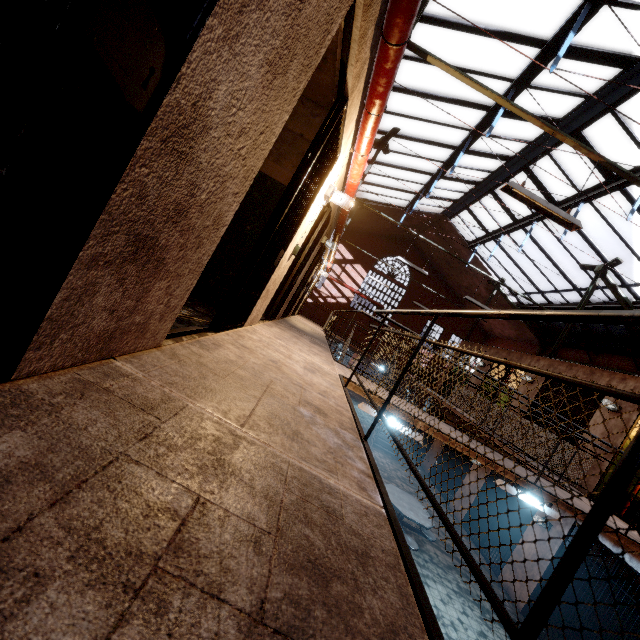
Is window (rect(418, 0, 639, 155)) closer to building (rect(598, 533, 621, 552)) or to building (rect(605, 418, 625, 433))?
building (rect(605, 418, 625, 433))

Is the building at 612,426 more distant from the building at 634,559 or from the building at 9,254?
the building at 9,254

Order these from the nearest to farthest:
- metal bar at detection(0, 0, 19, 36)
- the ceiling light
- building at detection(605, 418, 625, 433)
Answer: metal bar at detection(0, 0, 19, 36) < the ceiling light < building at detection(605, 418, 625, 433)

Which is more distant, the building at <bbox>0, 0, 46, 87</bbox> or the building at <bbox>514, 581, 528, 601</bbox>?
the building at <bbox>514, 581, 528, 601</bbox>

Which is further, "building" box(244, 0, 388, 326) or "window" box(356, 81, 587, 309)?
"window" box(356, 81, 587, 309)

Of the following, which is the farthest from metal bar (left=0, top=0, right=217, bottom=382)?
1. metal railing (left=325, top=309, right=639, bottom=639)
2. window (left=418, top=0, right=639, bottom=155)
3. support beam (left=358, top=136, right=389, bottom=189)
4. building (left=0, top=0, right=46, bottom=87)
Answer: window (left=418, top=0, right=639, bottom=155)

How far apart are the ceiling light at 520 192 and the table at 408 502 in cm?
633

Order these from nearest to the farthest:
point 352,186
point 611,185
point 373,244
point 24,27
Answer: point 24,27, point 352,186, point 611,185, point 373,244
